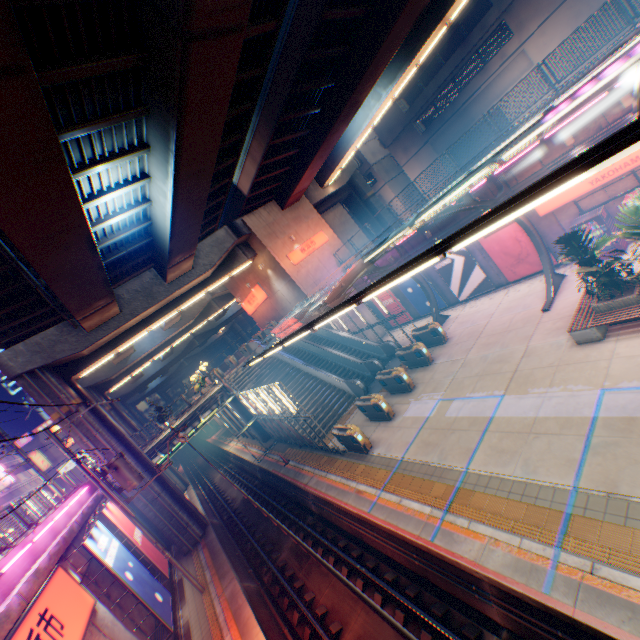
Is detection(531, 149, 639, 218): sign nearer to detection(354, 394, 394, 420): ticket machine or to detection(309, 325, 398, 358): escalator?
detection(309, 325, 398, 358): escalator

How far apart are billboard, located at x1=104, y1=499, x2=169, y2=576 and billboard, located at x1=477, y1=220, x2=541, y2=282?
22.9 meters

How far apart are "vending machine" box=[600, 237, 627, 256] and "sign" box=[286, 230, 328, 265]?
17.4 meters

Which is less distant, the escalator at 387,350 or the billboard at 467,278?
the billboard at 467,278

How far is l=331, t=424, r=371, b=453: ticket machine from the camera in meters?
14.3 m

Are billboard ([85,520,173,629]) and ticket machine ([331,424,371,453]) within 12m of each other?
yes

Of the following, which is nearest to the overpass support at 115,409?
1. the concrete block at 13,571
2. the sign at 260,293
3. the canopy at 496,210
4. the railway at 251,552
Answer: the railway at 251,552

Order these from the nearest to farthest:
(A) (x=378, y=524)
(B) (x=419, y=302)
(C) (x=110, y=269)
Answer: (A) (x=378, y=524)
(C) (x=110, y=269)
(B) (x=419, y=302)
